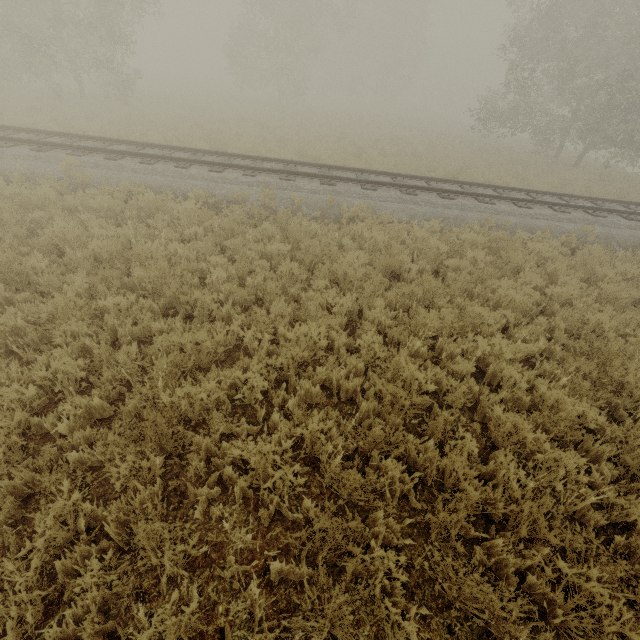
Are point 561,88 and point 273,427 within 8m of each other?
no
